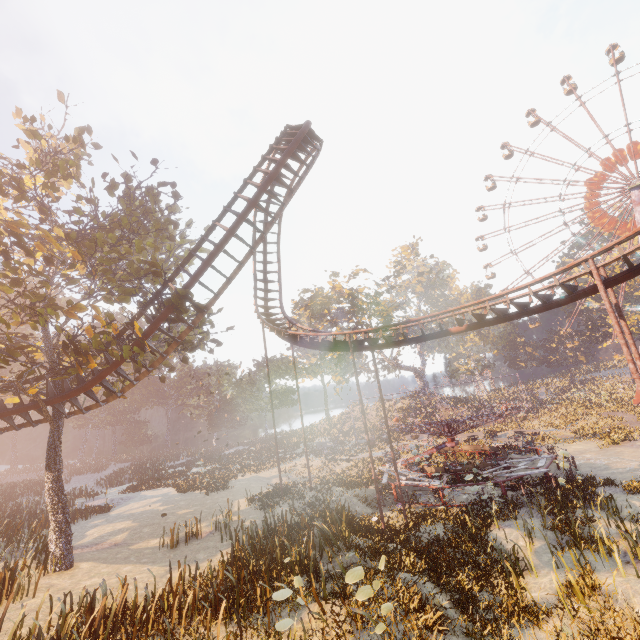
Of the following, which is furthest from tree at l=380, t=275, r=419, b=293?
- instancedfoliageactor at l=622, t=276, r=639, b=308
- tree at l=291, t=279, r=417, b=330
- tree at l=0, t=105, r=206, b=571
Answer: tree at l=0, t=105, r=206, b=571

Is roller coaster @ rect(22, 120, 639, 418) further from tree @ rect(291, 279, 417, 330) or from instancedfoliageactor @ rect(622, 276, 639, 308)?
instancedfoliageactor @ rect(622, 276, 639, 308)

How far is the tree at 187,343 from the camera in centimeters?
1636cm

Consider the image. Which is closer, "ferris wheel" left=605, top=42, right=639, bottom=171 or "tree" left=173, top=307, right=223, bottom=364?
"tree" left=173, top=307, right=223, bottom=364

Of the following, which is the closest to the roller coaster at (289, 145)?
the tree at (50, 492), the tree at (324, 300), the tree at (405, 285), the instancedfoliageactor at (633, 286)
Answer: the tree at (50, 492)

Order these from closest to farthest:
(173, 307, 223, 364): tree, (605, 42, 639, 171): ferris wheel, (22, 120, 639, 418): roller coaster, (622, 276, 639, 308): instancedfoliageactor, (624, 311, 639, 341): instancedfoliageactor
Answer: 1. (22, 120, 639, 418): roller coaster
2. (173, 307, 223, 364): tree
3. (605, 42, 639, 171): ferris wheel
4. (624, 311, 639, 341): instancedfoliageactor
5. (622, 276, 639, 308): instancedfoliageactor

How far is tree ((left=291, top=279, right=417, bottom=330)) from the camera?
48.4m

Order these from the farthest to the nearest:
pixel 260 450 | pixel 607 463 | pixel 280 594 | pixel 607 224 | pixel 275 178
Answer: pixel 260 450 < pixel 607 224 < pixel 607 463 < pixel 275 178 < pixel 280 594
